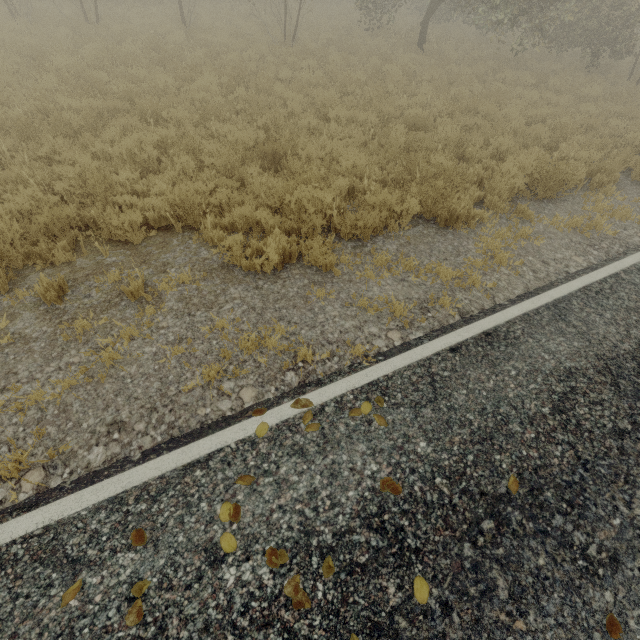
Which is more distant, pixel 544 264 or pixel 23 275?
pixel 544 264
